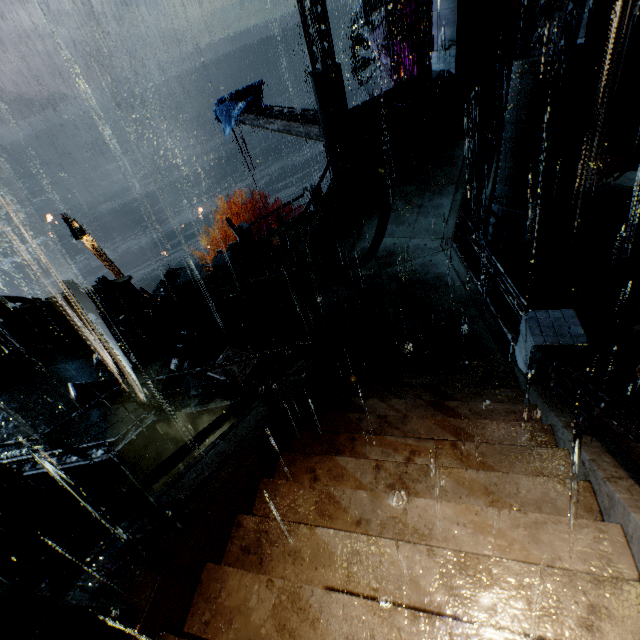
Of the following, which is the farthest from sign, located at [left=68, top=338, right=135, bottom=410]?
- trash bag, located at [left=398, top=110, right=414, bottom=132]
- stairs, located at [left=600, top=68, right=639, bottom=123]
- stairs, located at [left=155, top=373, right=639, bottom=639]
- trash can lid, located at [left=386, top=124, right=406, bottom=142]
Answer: stairs, located at [left=600, top=68, right=639, bottom=123]

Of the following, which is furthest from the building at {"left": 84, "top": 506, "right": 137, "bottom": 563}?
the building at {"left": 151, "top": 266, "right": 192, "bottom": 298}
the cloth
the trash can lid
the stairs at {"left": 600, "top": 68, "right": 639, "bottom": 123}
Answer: the cloth

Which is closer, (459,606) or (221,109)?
(459,606)

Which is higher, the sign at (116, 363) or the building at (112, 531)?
the sign at (116, 363)

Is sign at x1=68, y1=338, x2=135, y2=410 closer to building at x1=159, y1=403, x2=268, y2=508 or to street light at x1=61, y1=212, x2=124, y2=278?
building at x1=159, y1=403, x2=268, y2=508

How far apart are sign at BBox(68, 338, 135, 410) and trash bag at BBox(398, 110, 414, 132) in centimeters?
1346cm

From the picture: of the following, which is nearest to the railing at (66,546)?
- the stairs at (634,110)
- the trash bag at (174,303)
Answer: the trash bag at (174,303)

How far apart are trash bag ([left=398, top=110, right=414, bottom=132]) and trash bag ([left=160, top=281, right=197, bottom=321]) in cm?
1078
